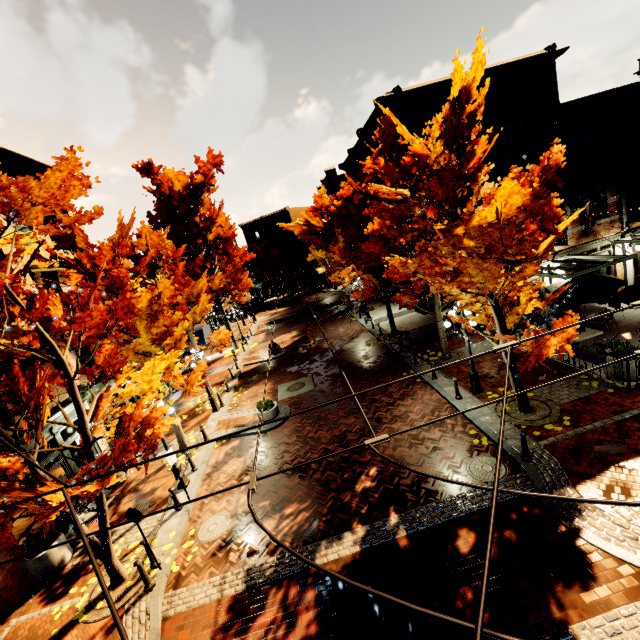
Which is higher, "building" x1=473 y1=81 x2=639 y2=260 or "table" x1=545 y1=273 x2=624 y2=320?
"building" x1=473 y1=81 x2=639 y2=260

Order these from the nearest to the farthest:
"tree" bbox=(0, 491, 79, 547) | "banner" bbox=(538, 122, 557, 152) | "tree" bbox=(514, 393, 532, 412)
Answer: "tree" bbox=(0, 491, 79, 547) → "tree" bbox=(514, 393, 532, 412) → "banner" bbox=(538, 122, 557, 152)

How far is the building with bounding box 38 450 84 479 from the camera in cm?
1122

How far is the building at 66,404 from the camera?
12.3 meters

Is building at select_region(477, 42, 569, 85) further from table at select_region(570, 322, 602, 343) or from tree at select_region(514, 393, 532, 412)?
table at select_region(570, 322, 602, 343)

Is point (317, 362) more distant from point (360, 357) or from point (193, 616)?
point (193, 616)
